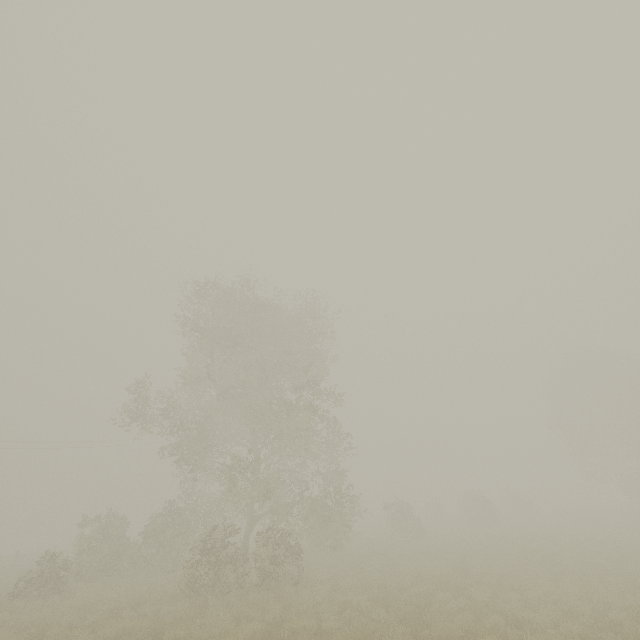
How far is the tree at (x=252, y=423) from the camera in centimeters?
1528cm

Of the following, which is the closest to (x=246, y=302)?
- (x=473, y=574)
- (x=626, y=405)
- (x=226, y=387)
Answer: (x=226, y=387)

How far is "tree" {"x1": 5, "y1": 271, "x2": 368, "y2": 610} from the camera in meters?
15.3 m

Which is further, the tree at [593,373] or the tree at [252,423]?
the tree at [593,373]

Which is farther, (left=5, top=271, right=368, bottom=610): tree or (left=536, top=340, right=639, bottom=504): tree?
(left=536, top=340, right=639, bottom=504): tree
